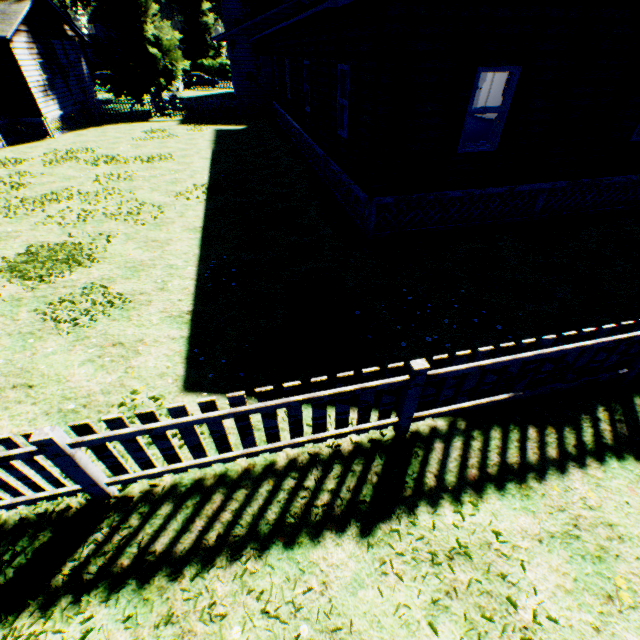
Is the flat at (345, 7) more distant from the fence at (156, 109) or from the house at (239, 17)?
the fence at (156, 109)

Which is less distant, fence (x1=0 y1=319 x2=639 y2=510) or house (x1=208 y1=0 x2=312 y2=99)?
fence (x1=0 y1=319 x2=639 y2=510)

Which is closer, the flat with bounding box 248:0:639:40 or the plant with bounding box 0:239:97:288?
the flat with bounding box 248:0:639:40

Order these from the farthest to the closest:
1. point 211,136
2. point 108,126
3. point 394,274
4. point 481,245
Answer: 1. point 108,126
2. point 211,136
3. point 481,245
4. point 394,274

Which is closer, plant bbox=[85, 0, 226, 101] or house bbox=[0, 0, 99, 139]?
house bbox=[0, 0, 99, 139]

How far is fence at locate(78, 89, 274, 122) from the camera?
22.53m

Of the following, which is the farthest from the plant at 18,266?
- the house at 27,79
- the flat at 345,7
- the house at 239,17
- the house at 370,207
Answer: the house at 370,207

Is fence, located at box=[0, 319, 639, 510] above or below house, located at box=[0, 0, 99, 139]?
below
